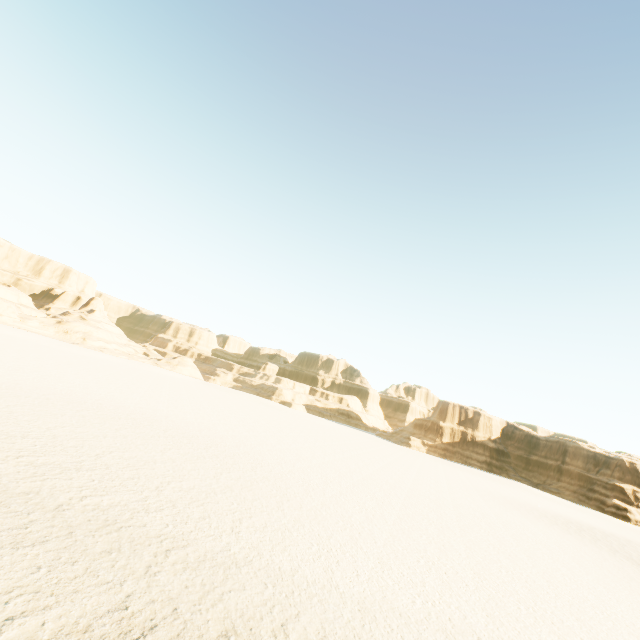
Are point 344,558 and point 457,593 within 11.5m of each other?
yes
